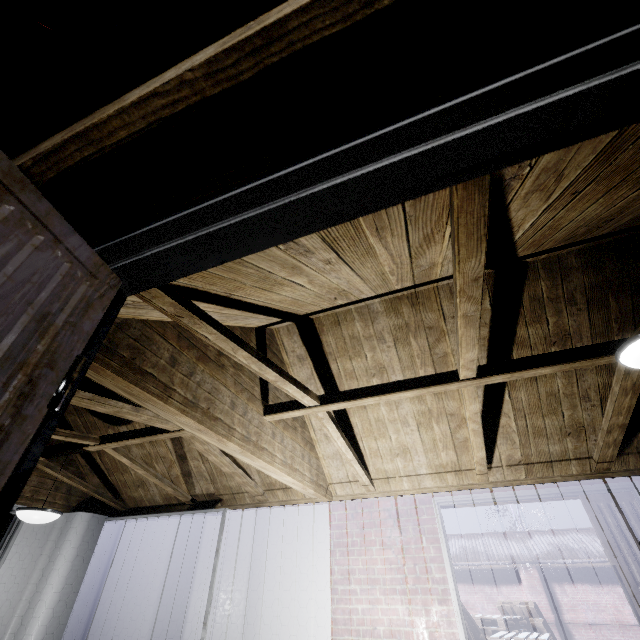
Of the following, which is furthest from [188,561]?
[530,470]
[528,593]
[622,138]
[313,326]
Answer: [528,593]

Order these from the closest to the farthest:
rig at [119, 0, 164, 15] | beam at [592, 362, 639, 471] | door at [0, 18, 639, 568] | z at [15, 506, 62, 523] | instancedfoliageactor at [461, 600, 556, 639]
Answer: door at [0, 18, 639, 568] → rig at [119, 0, 164, 15] → beam at [592, 362, 639, 471] → z at [15, 506, 62, 523] → instancedfoliageactor at [461, 600, 556, 639]

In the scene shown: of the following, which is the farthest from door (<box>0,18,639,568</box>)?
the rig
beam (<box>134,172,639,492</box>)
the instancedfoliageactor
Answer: the instancedfoliageactor

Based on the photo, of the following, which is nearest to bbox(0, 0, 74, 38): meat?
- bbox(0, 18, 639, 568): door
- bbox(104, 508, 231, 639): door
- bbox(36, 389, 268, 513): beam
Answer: bbox(0, 18, 639, 568): door

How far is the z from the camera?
2.7m

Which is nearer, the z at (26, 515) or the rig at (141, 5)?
the rig at (141, 5)

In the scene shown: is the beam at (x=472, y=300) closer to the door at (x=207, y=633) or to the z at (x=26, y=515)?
the door at (x=207, y=633)

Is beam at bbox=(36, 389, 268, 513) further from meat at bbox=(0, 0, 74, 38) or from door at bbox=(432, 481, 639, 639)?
door at bbox=(432, 481, 639, 639)
